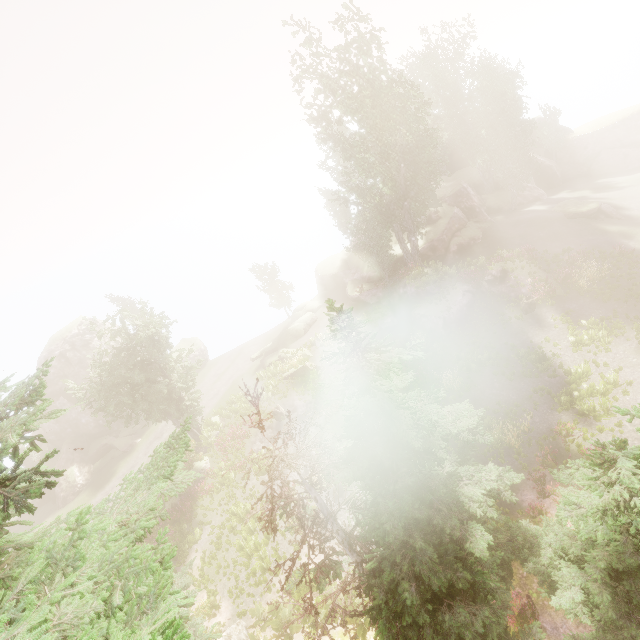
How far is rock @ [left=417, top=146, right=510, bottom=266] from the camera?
33.8m

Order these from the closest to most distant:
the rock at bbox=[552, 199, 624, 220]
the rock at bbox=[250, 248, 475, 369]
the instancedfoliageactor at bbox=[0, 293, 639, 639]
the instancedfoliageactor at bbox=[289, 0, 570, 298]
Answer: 1. the instancedfoliageactor at bbox=[0, 293, 639, 639]
2. the instancedfoliageactor at bbox=[289, 0, 570, 298]
3. the rock at bbox=[250, 248, 475, 369]
4. the rock at bbox=[552, 199, 624, 220]

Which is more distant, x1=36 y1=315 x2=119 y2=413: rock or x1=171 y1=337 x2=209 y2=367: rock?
x1=171 y1=337 x2=209 y2=367: rock

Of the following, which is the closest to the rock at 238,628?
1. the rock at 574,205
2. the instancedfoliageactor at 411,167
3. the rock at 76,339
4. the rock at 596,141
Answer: the instancedfoliageactor at 411,167

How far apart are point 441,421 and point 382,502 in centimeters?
298cm

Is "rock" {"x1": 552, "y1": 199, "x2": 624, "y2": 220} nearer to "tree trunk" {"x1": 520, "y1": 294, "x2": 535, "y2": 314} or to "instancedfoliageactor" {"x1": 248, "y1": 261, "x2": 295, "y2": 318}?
"instancedfoliageactor" {"x1": 248, "y1": 261, "x2": 295, "y2": 318}

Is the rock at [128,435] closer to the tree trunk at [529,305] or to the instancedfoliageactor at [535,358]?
the instancedfoliageactor at [535,358]
